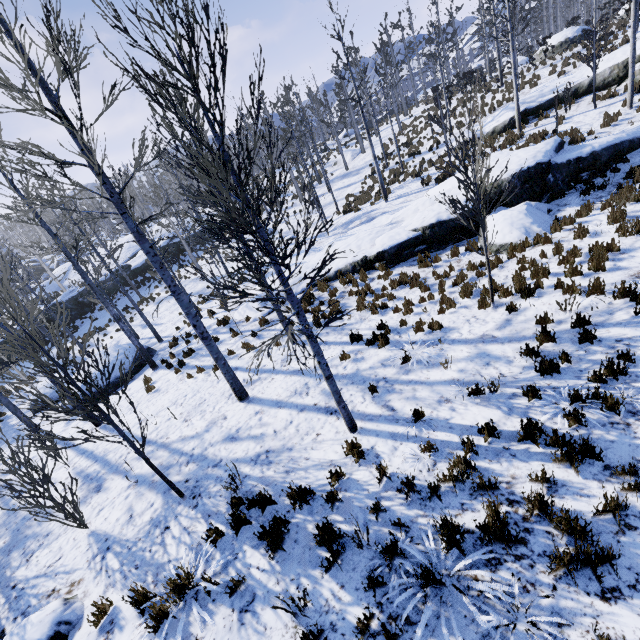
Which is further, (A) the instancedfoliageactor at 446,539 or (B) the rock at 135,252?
(B) the rock at 135,252

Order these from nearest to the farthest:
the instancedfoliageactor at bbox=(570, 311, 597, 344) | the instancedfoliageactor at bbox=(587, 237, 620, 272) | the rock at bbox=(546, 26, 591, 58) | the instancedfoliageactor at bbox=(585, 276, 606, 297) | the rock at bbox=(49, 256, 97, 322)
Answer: the instancedfoliageactor at bbox=(570, 311, 597, 344) < the instancedfoliageactor at bbox=(585, 276, 606, 297) < the instancedfoliageactor at bbox=(587, 237, 620, 272) < the rock at bbox=(546, 26, 591, 58) < the rock at bbox=(49, 256, 97, 322)

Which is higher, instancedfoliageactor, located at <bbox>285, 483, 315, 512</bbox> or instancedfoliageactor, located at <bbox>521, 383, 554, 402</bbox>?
instancedfoliageactor, located at <bbox>285, 483, 315, 512</bbox>

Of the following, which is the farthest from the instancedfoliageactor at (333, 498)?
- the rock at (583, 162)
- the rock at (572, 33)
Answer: the rock at (583, 162)

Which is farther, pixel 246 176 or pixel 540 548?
pixel 246 176

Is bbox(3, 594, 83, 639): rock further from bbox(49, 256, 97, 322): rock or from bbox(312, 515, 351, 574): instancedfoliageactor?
bbox(49, 256, 97, 322): rock

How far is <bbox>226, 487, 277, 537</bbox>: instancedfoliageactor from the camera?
4.8 meters
